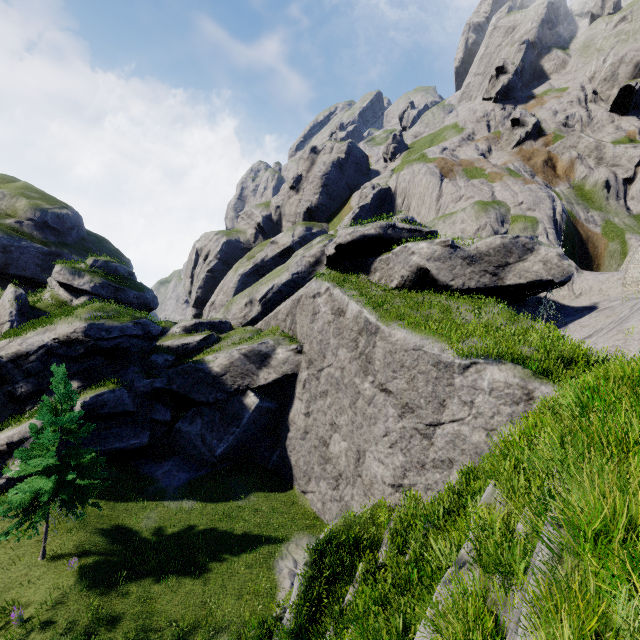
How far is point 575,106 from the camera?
59.5m
